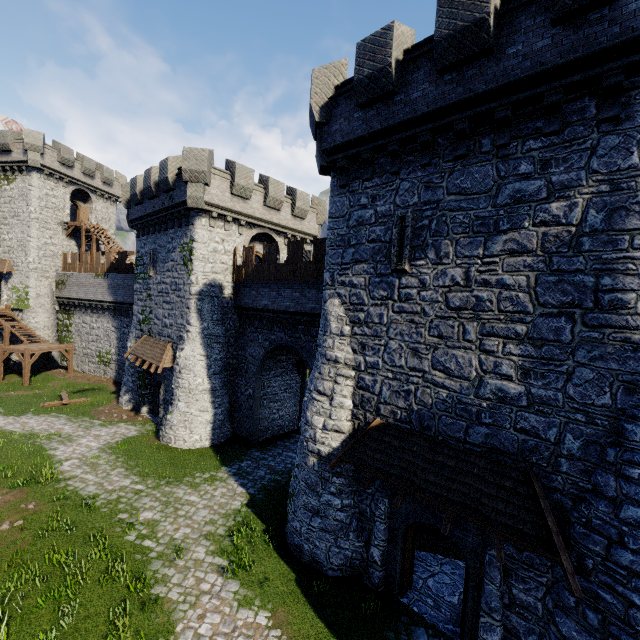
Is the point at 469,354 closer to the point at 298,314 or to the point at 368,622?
the point at 368,622

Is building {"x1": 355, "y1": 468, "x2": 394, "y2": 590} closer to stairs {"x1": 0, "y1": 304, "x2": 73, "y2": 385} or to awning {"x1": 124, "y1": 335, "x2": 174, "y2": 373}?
awning {"x1": 124, "y1": 335, "x2": 174, "y2": 373}

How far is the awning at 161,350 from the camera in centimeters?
1980cm

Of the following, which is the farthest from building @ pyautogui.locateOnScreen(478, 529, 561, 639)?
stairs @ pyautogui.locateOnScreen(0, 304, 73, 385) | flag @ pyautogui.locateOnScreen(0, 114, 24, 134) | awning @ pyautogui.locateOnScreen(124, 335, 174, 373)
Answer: flag @ pyautogui.locateOnScreen(0, 114, 24, 134)

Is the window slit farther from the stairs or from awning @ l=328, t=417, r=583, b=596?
the stairs

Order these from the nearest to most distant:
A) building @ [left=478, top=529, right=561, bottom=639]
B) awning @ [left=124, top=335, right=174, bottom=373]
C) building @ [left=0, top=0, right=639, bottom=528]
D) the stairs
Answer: building @ [left=0, top=0, right=639, bottom=528] < building @ [left=478, top=529, right=561, bottom=639] < awning @ [left=124, top=335, right=174, bottom=373] < the stairs

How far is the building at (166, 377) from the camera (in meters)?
20.81

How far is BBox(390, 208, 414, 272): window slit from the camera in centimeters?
963cm
